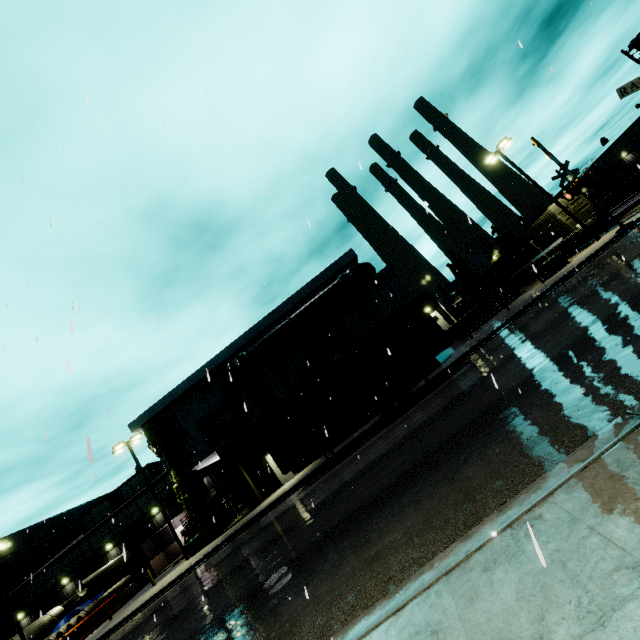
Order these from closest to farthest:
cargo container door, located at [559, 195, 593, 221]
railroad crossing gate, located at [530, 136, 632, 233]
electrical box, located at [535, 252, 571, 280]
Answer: railroad crossing gate, located at [530, 136, 632, 233], electrical box, located at [535, 252, 571, 280], cargo container door, located at [559, 195, 593, 221]

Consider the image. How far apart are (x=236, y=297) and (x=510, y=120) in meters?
13.8

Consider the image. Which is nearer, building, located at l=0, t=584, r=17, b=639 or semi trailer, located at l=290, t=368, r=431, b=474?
semi trailer, located at l=290, t=368, r=431, b=474

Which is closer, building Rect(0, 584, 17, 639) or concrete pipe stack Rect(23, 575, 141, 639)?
concrete pipe stack Rect(23, 575, 141, 639)

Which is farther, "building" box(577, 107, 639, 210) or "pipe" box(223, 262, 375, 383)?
"building" box(577, 107, 639, 210)

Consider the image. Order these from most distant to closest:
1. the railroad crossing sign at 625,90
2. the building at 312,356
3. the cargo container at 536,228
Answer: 1. the cargo container at 536,228
2. the building at 312,356
3. the railroad crossing sign at 625,90

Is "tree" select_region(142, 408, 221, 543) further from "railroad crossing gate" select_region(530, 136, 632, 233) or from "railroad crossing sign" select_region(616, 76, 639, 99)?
"railroad crossing gate" select_region(530, 136, 632, 233)

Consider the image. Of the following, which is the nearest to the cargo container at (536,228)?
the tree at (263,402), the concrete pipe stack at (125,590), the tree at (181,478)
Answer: the tree at (263,402)
